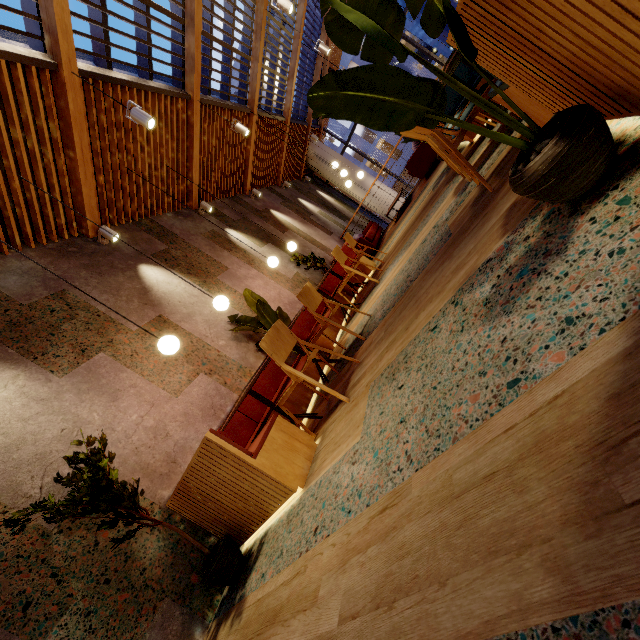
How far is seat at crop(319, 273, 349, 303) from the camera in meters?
6.4 m

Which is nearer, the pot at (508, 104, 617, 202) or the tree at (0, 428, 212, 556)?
the pot at (508, 104, 617, 202)

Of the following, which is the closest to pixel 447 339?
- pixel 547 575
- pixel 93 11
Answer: pixel 547 575

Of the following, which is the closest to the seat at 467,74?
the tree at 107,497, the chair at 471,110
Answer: the chair at 471,110

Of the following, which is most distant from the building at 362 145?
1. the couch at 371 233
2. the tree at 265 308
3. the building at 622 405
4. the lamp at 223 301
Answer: the lamp at 223 301

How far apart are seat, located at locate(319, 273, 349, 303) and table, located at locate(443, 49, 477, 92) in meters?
3.3

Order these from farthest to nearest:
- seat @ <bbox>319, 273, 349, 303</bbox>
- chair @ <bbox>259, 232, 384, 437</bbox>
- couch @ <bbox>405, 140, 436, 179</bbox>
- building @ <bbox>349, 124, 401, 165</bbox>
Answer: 1. building @ <bbox>349, 124, 401, 165</bbox>
2. couch @ <bbox>405, 140, 436, 179</bbox>
3. seat @ <bbox>319, 273, 349, 303</bbox>
4. chair @ <bbox>259, 232, 384, 437</bbox>

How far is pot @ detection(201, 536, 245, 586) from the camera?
2.39m
